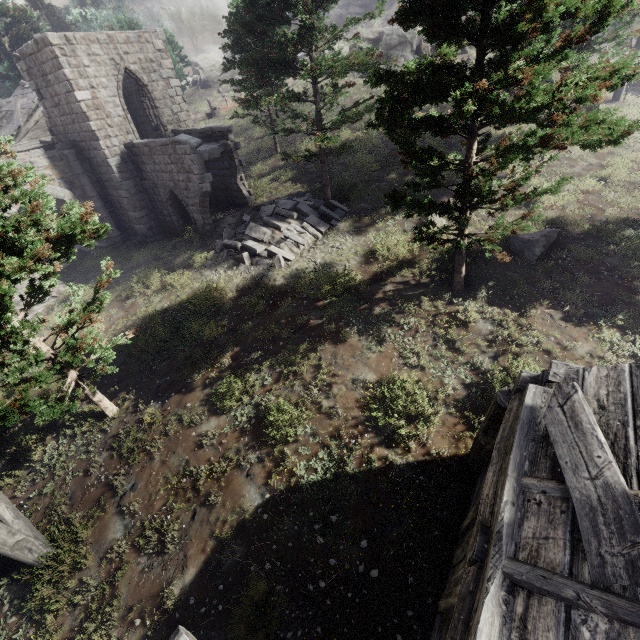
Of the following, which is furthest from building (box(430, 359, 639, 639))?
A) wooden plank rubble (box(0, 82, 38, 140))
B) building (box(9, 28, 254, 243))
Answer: wooden plank rubble (box(0, 82, 38, 140))

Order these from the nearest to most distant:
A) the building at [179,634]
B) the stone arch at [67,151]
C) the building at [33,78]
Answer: the building at [179,634] < the building at [33,78] < the stone arch at [67,151]

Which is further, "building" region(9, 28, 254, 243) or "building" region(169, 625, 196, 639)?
"building" region(9, 28, 254, 243)

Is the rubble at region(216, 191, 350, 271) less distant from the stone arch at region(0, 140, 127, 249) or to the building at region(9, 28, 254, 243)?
the building at region(9, 28, 254, 243)

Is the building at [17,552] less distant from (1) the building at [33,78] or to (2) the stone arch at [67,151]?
(2) the stone arch at [67,151]

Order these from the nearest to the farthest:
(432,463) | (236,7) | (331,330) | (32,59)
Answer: (432,463), (331,330), (32,59), (236,7)

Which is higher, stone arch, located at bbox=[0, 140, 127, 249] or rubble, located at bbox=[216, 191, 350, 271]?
stone arch, located at bbox=[0, 140, 127, 249]

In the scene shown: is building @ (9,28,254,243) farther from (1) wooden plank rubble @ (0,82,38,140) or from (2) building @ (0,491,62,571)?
(2) building @ (0,491,62,571)
